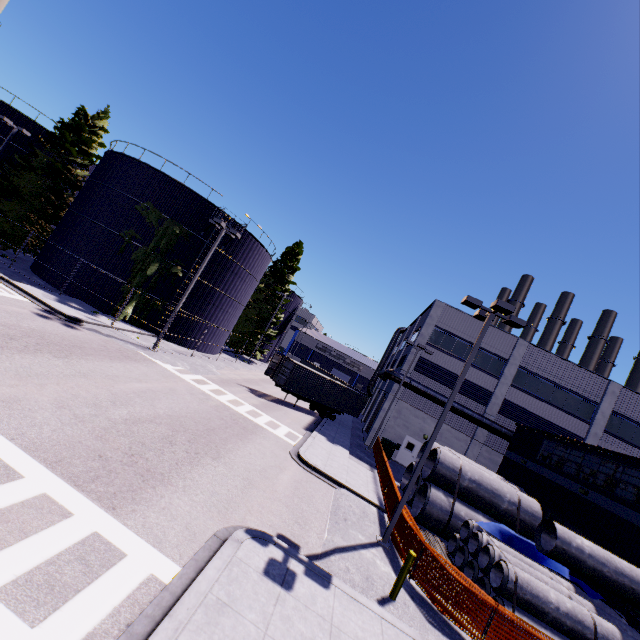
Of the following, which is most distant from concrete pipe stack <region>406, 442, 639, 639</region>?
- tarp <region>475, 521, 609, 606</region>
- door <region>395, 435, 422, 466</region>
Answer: door <region>395, 435, 422, 466</region>

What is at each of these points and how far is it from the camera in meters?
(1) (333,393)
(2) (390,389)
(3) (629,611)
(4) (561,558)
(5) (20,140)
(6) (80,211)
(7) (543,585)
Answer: (1) cargo container, 31.0 m
(2) building, 30.0 m
(3) building, 12.1 m
(4) concrete pipe, 9.8 m
(5) silo, 31.4 m
(6) silo, 26.6 m
(7) concrete pipe stack, 10.6 m

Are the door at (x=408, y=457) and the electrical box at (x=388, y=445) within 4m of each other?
yes

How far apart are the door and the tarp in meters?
14.6

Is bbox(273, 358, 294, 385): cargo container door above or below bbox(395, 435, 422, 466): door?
above

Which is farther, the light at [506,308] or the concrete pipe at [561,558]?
the light at [506,308]

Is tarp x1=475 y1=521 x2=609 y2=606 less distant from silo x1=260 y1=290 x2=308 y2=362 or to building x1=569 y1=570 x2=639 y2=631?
building x1=569 y1=570 x2=639 y2=631

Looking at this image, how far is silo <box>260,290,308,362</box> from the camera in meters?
50.4 m
